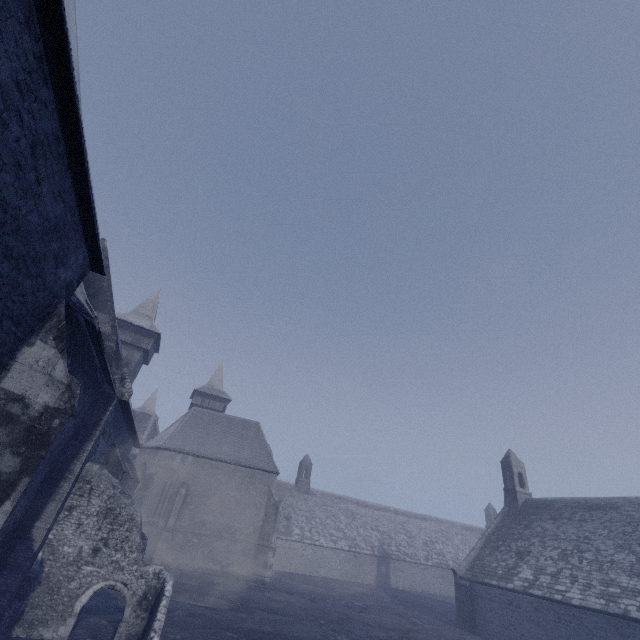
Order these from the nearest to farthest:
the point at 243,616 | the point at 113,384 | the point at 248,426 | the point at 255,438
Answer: the point at 113,384
the point at 243,616
the point at 255,438
the point at 248,426
